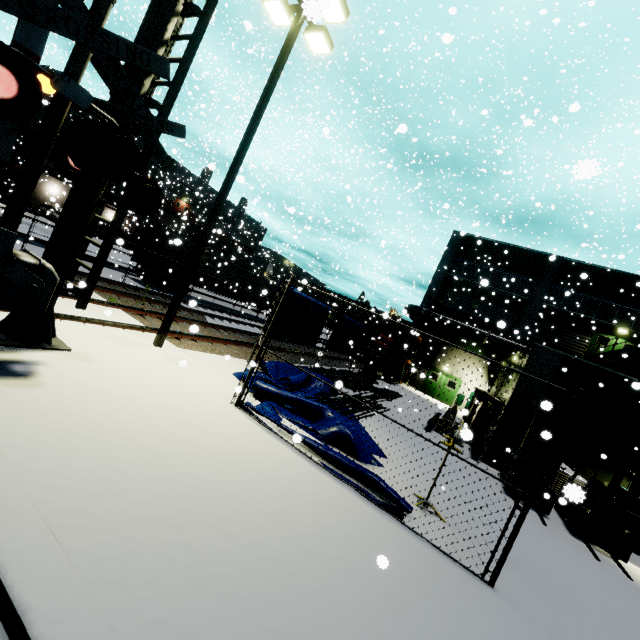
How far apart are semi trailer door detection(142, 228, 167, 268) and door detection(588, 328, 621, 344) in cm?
3155

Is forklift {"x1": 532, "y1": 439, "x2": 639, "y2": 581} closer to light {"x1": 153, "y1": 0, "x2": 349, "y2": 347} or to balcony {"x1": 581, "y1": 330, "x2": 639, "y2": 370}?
balcony {"x1": 581, "y1": 330, "x2": 639, "y2": 370}

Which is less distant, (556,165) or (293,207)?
(293,207)

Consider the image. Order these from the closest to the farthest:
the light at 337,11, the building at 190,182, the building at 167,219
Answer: the light at 337,11
the building at 190,182
the building at 167,219

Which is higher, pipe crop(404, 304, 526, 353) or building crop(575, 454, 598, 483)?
pipe crop(404, 304, 526, 353)

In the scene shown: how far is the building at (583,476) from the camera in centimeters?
1141cm

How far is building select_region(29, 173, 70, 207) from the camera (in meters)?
36.72

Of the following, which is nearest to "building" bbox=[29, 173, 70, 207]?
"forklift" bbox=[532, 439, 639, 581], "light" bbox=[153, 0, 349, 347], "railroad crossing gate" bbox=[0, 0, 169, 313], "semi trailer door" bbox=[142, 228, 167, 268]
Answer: "forklift" bbox=[532, 439, 639, 581]
